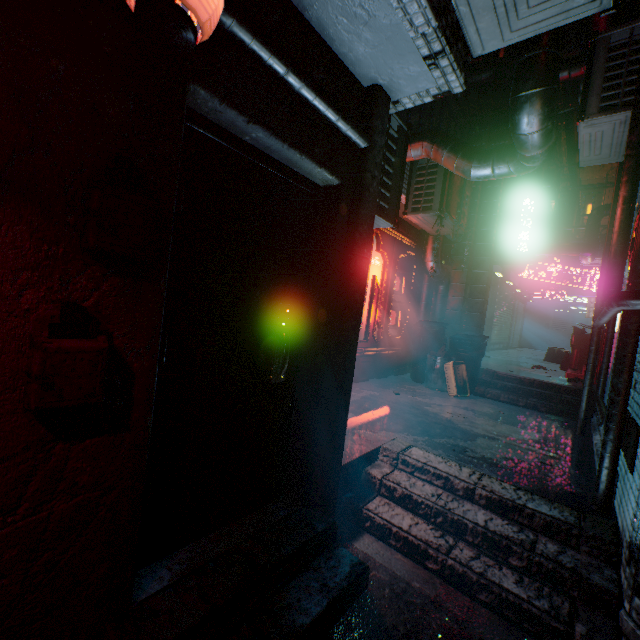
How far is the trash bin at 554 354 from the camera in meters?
9.8

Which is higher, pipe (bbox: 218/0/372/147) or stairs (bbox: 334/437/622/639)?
pipe (bbox: 218/0/372/147)

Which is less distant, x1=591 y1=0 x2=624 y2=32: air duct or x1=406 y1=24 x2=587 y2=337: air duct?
x1=406 y1=24 x2=587 y2=337: air duct

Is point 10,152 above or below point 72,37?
below

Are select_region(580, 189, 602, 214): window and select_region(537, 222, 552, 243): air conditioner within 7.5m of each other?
no

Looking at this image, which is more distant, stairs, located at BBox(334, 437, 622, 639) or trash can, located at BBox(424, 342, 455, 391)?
trash can, located at BBox(424, 342, 455, 391)

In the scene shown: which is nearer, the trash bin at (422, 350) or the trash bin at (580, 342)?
the trash bin at (422, 350)

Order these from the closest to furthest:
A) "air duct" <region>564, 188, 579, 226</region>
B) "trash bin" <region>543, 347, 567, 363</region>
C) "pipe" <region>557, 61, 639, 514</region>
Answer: "pipe" <region>557, 61, 639, 514</region> < "trash bin" <region>543, 347, 567, 363</region> < "air duct" <region>564, 188, 579, 226</region>
